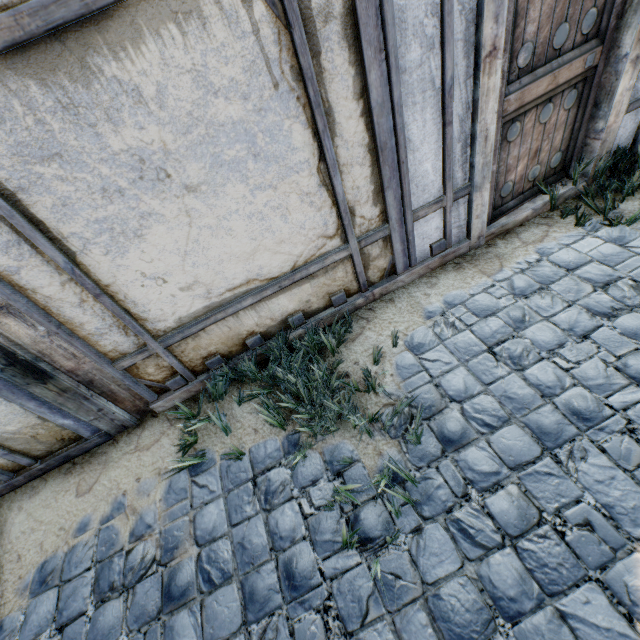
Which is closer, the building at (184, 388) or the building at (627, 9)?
the building at (184, 388)

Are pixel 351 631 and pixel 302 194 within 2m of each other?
no

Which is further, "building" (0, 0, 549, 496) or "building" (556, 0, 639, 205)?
"building" (556, 0, 639, 205)

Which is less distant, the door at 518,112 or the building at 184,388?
the building at 184,388

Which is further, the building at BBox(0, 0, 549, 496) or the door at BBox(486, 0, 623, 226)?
the door at BBox(486, 0, 623, 226)
